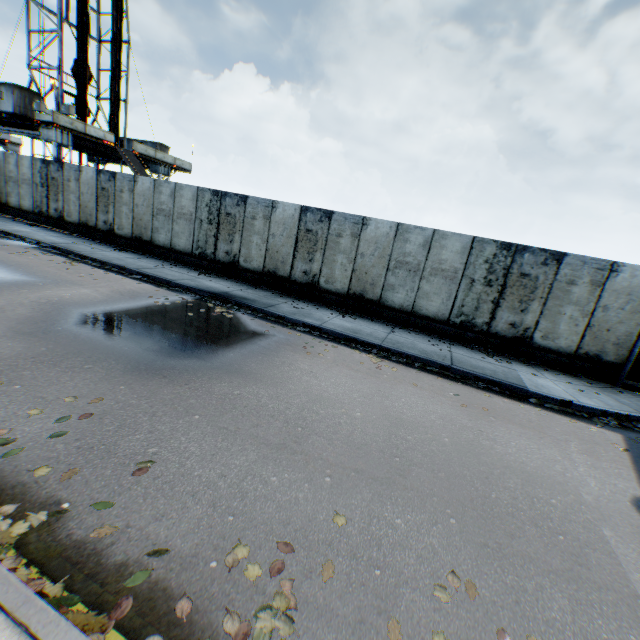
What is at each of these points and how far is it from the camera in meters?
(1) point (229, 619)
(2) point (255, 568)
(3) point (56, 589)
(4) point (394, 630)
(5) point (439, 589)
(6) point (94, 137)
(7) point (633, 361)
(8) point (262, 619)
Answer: (1) leaf decal, 2.3 m
(2) leaf decal, 2.7 m
(3) leaf decal, 2.2 m
(4) leaf decal, 2.4 m
(5) leaf decal, 2.8 m
(6) landrig, 25.3 m
(7) metal gate, 9.1 m
(8) leaf decal, 2.3 m

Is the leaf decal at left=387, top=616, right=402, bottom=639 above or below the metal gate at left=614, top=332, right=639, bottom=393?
below

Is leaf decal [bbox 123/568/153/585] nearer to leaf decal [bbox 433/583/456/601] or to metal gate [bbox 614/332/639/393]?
leaf decal [bbox 433/583/456/601]

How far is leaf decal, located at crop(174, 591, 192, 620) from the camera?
2.3m

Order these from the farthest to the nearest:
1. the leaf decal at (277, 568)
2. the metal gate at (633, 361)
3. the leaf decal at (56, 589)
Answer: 1. the metal gate at (633, 361)
2. the leaf decal at (277, 568)
3. the leaf decal at (56, 589)

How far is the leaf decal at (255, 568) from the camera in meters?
2.6

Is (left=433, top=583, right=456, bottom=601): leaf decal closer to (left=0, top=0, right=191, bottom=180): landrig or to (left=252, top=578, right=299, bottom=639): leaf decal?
(left=252, top=578, right=299, bottom=639): leaf decal
